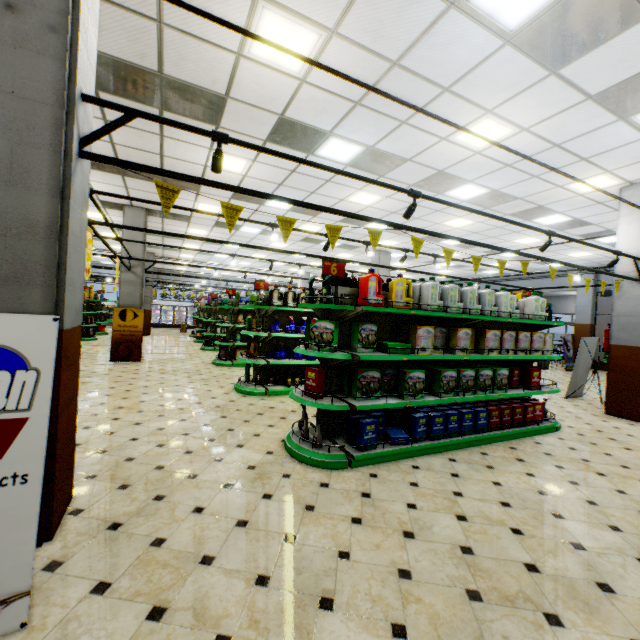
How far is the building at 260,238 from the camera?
10.5m

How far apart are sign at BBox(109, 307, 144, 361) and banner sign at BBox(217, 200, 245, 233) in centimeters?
876cm

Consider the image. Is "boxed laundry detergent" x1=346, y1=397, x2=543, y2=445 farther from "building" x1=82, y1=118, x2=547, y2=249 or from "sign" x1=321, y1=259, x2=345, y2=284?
"sign" x1=321, y1=259, x2=345, y2=284

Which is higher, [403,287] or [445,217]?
[445,217]

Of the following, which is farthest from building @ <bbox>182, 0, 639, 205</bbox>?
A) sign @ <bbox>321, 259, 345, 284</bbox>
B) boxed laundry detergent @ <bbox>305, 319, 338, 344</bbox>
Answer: sign @ <bbox>321, 259, 345, 284</bbox>

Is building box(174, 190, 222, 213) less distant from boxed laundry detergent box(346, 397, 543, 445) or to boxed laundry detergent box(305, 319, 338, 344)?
boxed laundry detergent box(346, 397, 543, 445)

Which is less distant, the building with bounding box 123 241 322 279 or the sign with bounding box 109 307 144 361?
the sign with bounding box 109 307 144 361

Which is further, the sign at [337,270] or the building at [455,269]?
the building at [455,269]
